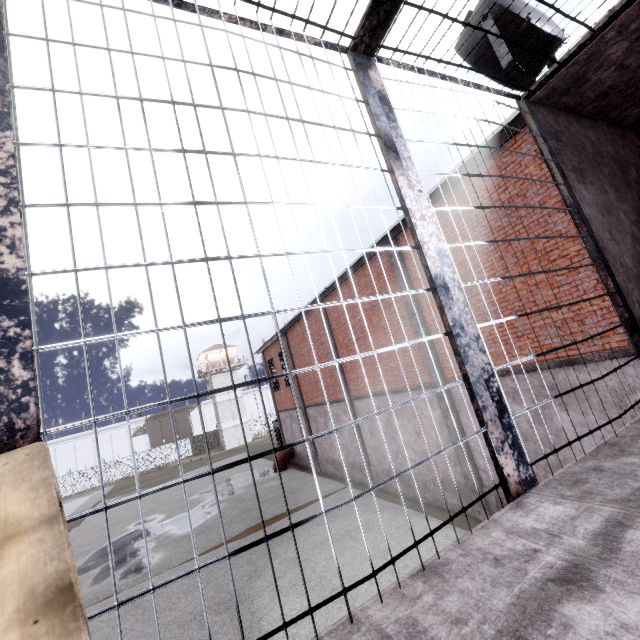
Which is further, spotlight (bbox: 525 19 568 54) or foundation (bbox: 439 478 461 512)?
foundation (bbox: 439 478 461 512)

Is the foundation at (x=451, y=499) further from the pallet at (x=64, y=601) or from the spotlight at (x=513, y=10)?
the pallet at (x=64, y=601)

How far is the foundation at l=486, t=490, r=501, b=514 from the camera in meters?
8.7 m

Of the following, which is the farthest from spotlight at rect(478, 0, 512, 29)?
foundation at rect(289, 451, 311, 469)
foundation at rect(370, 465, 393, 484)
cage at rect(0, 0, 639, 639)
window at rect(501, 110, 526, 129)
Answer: foundation at rect(289, 451, 311, 469)

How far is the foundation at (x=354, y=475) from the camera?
14.9m

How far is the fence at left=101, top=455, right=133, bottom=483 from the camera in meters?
45.6 m

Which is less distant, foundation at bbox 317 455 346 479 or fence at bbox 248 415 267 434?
foundation at bbox 317 455 346 479

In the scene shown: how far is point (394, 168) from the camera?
2.0 meters
